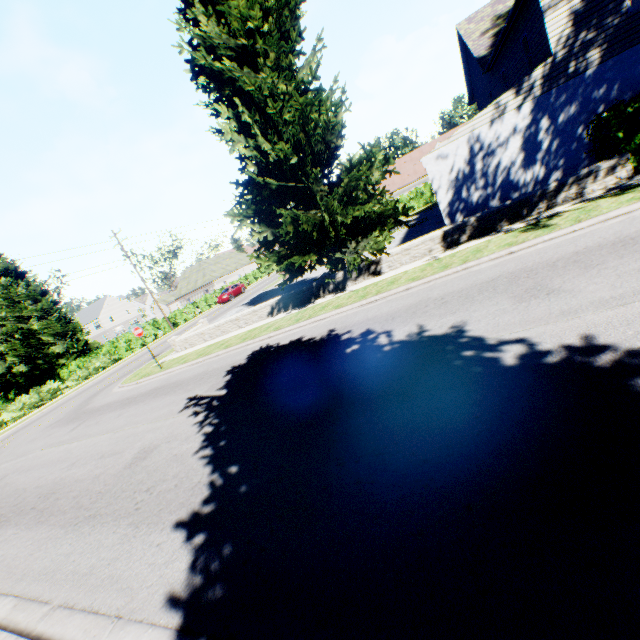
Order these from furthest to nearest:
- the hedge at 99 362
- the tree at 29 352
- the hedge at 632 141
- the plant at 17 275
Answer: the plant at 17 275, the tree at 29 352, the hedge at 99 362, the hedge at 632 141

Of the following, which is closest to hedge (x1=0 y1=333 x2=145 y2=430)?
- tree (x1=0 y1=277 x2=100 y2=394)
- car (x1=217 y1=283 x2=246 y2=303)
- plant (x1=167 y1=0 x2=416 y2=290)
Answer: tree (x1=0 y1=277 x2=100 y2=394)

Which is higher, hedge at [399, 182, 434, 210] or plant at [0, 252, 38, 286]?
plant at [0, 252, 38, 286]

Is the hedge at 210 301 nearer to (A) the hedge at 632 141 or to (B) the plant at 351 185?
(A) the hedge at 632 141

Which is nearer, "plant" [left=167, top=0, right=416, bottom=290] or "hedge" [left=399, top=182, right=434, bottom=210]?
"plant" [left=167, top=0, right=416, bottom=290]

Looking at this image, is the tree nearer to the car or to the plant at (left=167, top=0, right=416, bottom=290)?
the plant at (left=167, top=0, right=416, bottom=290)

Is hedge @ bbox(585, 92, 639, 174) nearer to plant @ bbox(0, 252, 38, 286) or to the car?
plant @ bbox(0, 252, 38, 286)

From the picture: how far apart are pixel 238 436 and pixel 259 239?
11.2m
